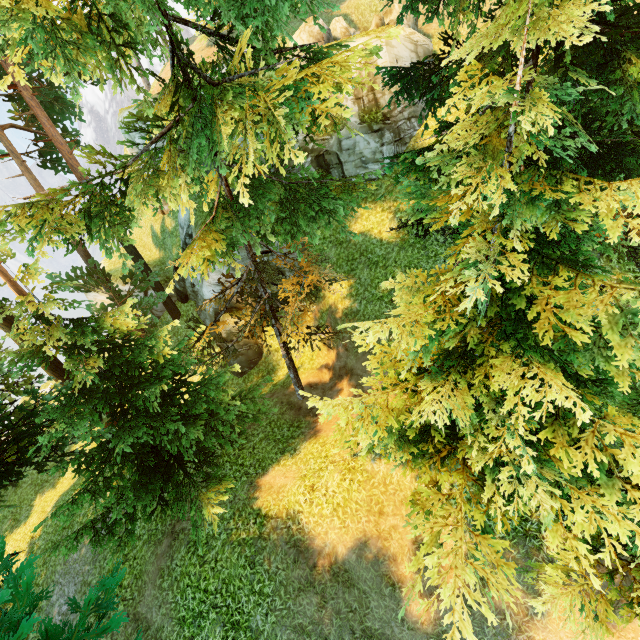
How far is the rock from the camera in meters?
15.4 m

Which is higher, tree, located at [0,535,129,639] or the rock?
the rock

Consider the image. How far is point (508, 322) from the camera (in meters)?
5.46

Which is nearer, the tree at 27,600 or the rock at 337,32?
the tree at 27,600

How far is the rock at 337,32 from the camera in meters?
15.4

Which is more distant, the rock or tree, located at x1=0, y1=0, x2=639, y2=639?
the rock
